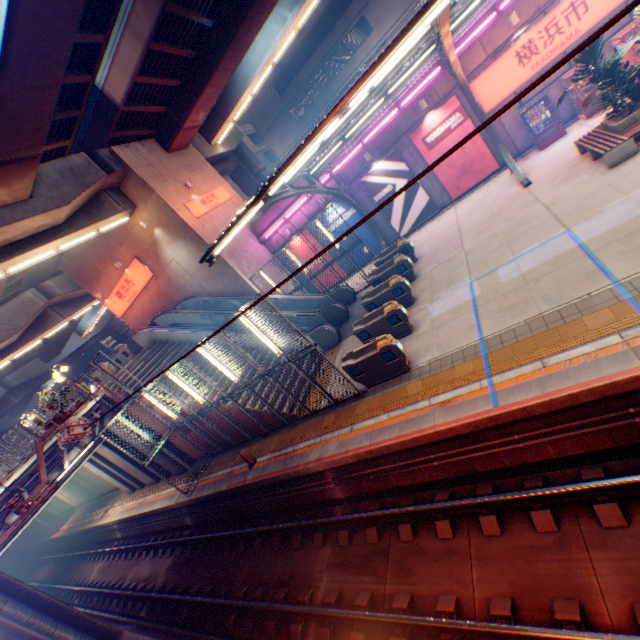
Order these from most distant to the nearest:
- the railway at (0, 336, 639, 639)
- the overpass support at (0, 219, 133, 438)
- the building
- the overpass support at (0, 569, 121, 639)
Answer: the building
the overpass support at (0, 219, 133, 438)
the overpass support at (0, 569, 121, 639)
the railway at (0, 336, 639, 639)

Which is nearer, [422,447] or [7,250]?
[422,447]

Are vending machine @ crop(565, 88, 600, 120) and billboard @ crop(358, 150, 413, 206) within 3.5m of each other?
no

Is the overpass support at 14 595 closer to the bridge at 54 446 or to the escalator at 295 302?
the bridge at 54 446

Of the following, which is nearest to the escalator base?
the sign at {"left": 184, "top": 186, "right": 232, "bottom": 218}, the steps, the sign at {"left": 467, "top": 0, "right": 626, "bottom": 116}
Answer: the steps

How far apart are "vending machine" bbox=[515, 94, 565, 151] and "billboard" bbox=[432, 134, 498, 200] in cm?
156

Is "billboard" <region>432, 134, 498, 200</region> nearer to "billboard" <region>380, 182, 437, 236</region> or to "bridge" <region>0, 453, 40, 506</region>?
"billboard" <region>380, 182, 437, 236</region>

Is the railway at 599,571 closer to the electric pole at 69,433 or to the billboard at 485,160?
the electric pole at 69,433
